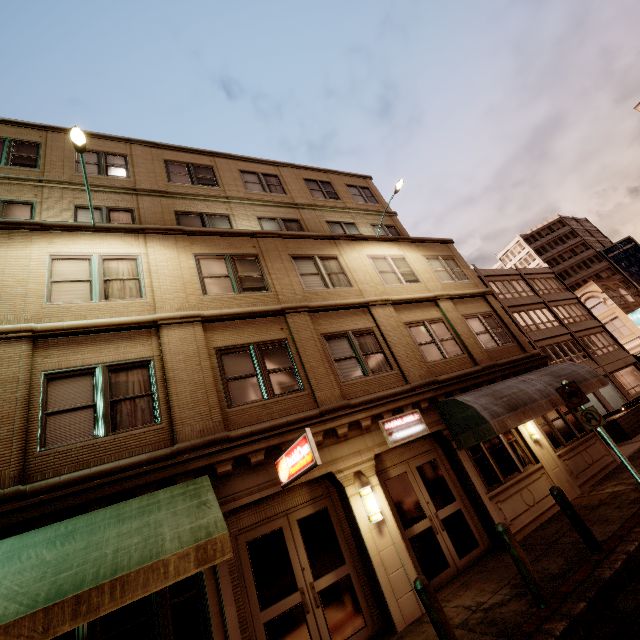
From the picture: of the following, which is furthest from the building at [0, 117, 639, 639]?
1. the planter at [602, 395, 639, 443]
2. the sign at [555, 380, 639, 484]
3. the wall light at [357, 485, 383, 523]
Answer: the planter at [602, 395, 639, 443]

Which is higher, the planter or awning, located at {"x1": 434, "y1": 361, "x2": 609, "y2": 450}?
awning, located at {"x1": 434, "y1": 361, "x2": 609, "y2": 450}

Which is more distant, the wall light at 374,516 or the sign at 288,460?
the wall light at 374,516

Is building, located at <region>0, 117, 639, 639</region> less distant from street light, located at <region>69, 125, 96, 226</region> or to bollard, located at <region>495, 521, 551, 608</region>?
street light, located at <region>69, 125, 96, 226</region>

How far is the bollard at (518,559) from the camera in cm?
534

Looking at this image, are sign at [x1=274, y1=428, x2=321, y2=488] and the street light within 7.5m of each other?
no

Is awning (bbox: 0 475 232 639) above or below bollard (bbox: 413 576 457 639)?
above

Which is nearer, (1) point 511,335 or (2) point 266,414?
(2) point 266,414
